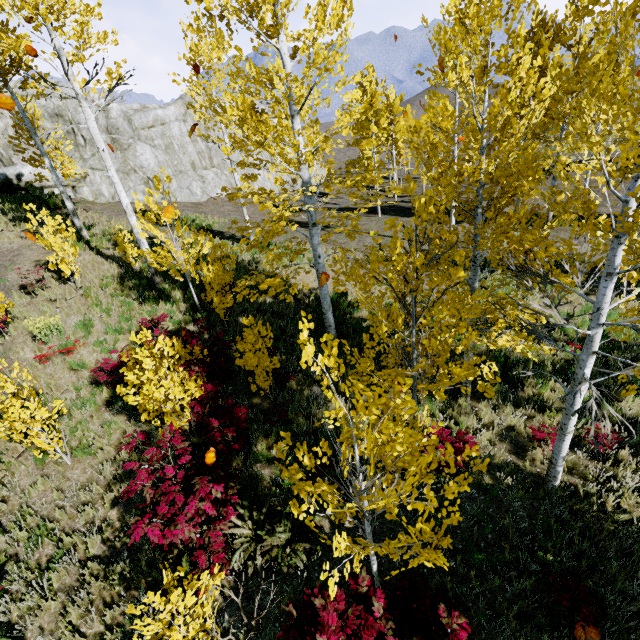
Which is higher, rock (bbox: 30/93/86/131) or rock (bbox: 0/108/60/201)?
rock (bbox: 30/93/86/131)

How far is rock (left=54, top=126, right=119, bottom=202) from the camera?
18.89m

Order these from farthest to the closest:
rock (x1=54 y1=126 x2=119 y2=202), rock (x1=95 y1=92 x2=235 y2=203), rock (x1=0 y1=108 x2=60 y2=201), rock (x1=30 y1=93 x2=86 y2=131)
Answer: rock (x1=95 y1=92 x2=235 y2=203), rock (x1=54 y1=126 x2=119 y2=202), rock (x1=30 y1=93 x2=86 y2=131), rock (x1=0 y1=108 x2=60 y2=201)

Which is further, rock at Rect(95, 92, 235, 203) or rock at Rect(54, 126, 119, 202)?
rock at Rect(95, 92, 235, 203)

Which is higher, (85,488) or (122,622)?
(85,488)

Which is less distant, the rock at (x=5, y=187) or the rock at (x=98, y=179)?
the rock at (x=5, y=187)

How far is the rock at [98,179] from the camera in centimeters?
1889cm
